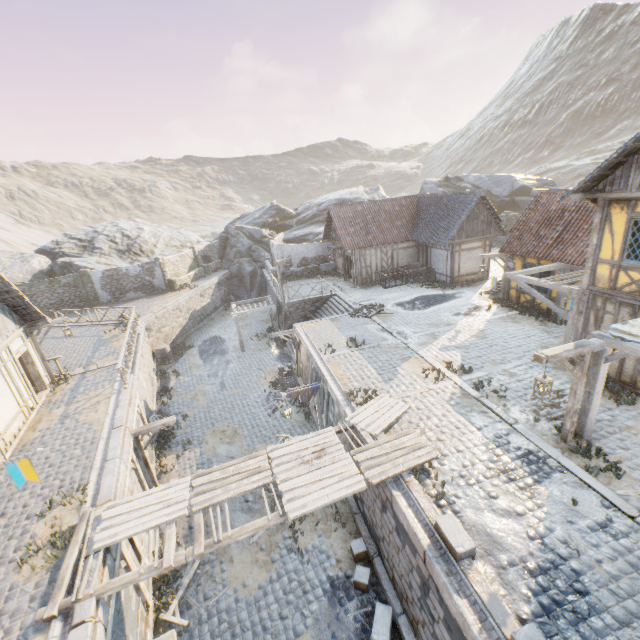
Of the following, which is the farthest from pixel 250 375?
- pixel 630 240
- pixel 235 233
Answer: pixel 235 233

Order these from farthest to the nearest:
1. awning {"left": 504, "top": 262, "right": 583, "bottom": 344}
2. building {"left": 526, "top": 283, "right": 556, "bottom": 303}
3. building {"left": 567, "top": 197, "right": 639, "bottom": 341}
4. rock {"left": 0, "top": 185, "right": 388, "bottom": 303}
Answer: A:
1. rock {"left": 0, "top": 185, "right": 388, "bottom": 303}
2. building {"left": 526, "top": 283, "right": 556, "bottom": 303}
3. awning {"left": 504, "top": 262, "right": 583, "bottom": 344}
4. building {"left": 567, "top": 197, "right": 639, "bottom": 341}

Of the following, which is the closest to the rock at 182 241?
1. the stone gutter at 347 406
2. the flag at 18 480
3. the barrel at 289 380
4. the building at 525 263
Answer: the building at 525 263

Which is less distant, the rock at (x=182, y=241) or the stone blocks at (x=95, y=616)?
the stone blocks at (x=95, y=616)

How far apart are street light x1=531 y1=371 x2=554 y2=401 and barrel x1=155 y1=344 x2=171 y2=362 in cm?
2280

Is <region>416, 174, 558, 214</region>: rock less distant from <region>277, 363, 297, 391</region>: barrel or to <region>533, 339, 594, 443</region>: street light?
<region>533, 339, 594, 443</region>: street light

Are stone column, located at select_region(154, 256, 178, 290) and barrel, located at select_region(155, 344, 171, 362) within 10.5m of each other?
yes

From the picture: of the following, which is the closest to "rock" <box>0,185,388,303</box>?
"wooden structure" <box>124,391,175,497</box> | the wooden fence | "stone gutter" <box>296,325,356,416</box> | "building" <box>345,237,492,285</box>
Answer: the wooden fence
